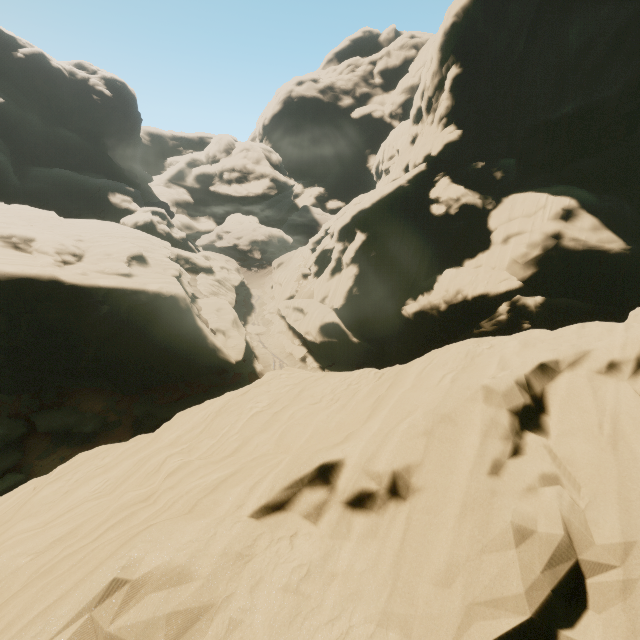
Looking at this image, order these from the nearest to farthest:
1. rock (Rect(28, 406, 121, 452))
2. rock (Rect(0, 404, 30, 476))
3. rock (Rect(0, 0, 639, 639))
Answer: rock (Rect(0, 0, 639, 639)) → rock (Rect(0, 404, 30, 476)) → rock (Rect(28, 406, 121, 452))

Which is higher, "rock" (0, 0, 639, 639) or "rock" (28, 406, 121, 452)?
"rock" (0, 0, 639, 639)

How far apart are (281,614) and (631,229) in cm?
3457

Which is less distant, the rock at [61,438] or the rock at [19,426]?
the rock at [19,426]

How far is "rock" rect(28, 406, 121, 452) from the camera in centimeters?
2475cm

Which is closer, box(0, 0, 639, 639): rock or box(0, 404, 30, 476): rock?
box(0, 0, 639, 639): rock
